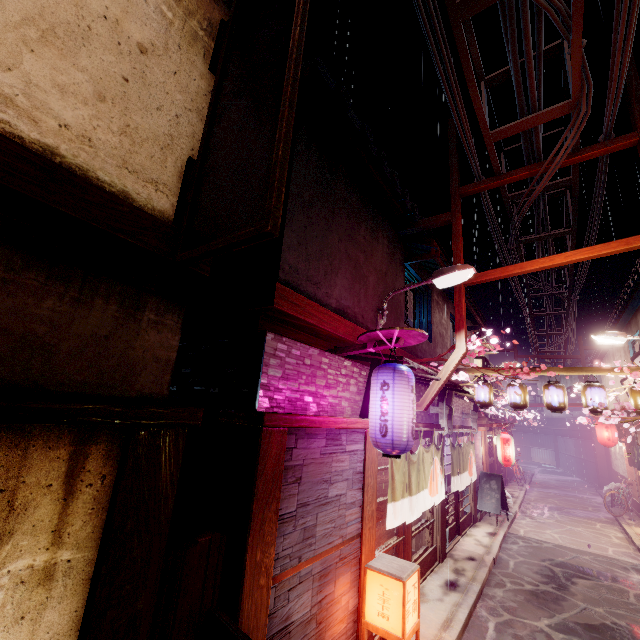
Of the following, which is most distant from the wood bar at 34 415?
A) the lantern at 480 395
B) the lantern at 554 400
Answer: the lantern at 554 400

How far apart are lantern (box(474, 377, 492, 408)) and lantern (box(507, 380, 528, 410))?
0.7 meters

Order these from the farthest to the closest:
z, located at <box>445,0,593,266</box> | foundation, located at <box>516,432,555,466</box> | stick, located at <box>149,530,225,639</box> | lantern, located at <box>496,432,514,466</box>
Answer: foundation, located at <box>516,432,555,466</box>, lantern, located at <box>496,432,514,466</box>, z, located at <box>445,0,593,266</box>, stick, located at <box>149,530,225,639</box>

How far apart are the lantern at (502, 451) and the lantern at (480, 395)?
7.69m

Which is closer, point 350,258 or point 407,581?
point 407,581

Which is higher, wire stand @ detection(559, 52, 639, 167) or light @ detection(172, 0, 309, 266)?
wire stand @ detection(559, 52, 639, 167)

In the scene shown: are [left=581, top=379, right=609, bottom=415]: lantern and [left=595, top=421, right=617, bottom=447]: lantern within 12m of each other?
no

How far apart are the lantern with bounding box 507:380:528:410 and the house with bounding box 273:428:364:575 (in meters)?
9.92
